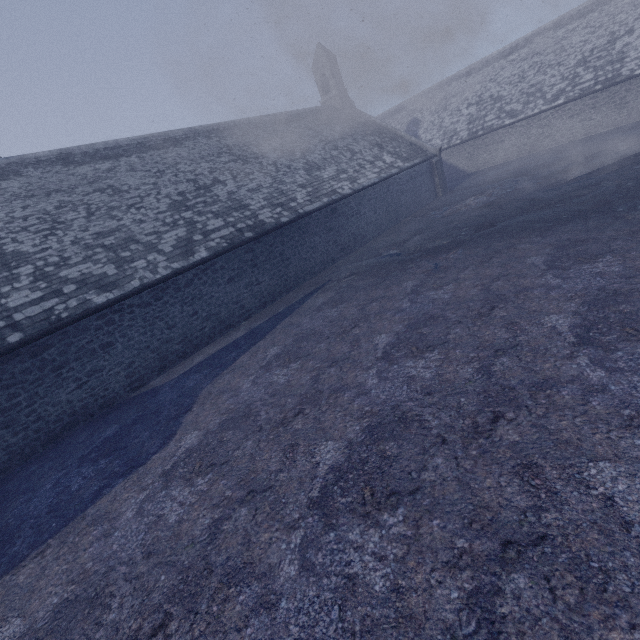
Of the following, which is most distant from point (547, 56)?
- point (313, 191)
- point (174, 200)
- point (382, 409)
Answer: point (382, 409)
